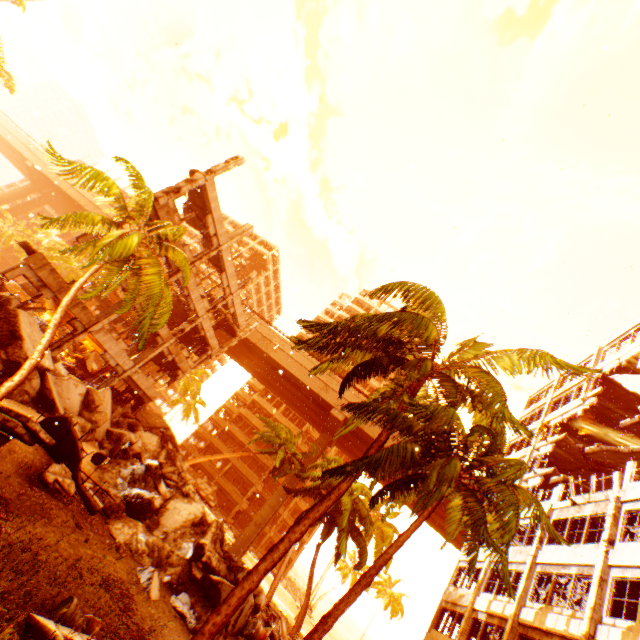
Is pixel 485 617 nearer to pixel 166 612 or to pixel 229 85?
pixel 166 612

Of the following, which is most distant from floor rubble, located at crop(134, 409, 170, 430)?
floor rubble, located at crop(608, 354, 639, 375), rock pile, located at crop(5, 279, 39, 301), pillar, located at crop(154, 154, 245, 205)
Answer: floor rubble, located at crop(608, 354, 639, 375)

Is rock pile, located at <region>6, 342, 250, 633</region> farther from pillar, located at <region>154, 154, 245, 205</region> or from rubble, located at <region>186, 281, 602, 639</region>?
pillar, located at <region>154, 154, 245, 205</region>

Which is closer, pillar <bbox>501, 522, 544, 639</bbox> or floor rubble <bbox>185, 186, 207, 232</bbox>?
pillar <bbox>501, 522, 544, 639</bbox>

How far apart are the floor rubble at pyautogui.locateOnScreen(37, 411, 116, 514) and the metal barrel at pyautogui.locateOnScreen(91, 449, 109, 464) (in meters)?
3.58

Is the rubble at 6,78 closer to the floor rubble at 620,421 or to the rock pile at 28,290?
the floor rubble at 620,421

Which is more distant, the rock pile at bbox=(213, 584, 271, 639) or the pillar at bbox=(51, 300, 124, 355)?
the pillar at bbox=(51, 300, 124, 355)

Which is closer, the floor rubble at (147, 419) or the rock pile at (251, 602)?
the rock pile at (251, 602)
